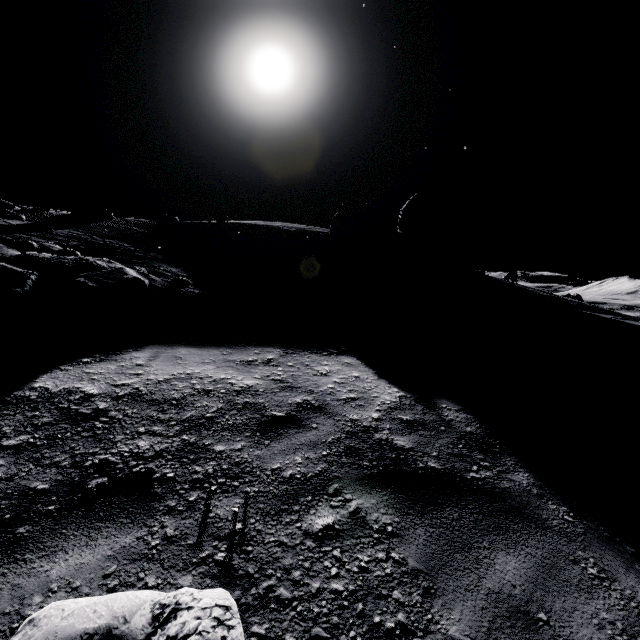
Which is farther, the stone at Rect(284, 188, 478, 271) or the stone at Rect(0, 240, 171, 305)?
the stone at Rect(284, 188, 478, 271)

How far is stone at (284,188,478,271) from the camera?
13.94m

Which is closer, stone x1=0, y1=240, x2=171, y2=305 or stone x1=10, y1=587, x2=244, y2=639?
stone x1=10, y1=587, x2=244, y2=639

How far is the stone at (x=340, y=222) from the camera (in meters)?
13.94

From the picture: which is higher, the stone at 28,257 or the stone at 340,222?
the stone at 340,222

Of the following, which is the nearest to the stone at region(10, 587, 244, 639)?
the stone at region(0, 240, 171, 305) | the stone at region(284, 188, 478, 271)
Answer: the stone at region(0, 240, 171, 305)

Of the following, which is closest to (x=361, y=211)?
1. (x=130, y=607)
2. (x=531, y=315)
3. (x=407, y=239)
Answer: (x=407, y=239)
